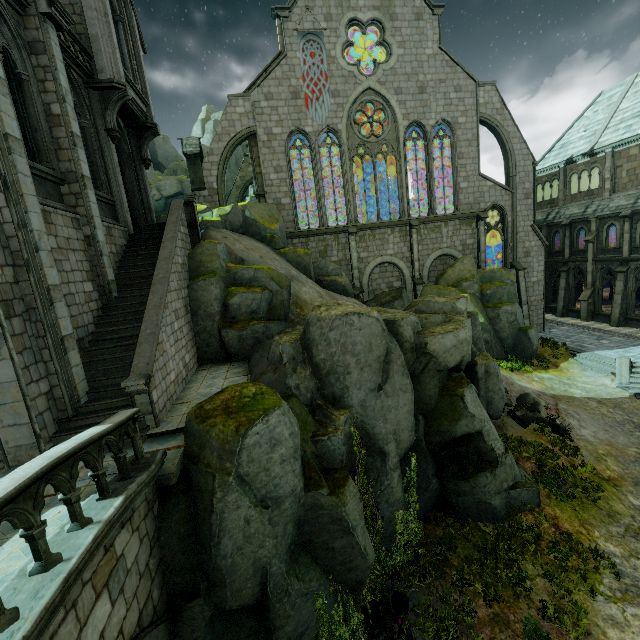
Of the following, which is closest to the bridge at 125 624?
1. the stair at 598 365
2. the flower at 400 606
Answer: the flower at 400 606

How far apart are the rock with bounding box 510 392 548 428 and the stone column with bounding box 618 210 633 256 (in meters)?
17.91

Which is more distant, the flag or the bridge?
the flag

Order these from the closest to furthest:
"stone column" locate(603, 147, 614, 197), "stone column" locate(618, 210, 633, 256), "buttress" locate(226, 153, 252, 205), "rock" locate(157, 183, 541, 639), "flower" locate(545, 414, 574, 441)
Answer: "rock" locate(157, 183, 541, 639) → "flower" locate(545, 414, 574, 441) → "stone column" locate(618, 210, 633, 256) → "stone column" locate(603, 147, 614, 197) → "buttress" locate(226, 153, 252, 205)

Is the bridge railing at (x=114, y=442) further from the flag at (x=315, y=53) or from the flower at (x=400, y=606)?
the flag at (x=315, y=53)

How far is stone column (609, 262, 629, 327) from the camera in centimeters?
2534cm

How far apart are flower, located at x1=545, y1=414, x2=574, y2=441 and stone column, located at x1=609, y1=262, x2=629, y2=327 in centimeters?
1712cm

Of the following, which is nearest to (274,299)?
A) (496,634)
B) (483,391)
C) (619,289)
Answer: (483,391)
